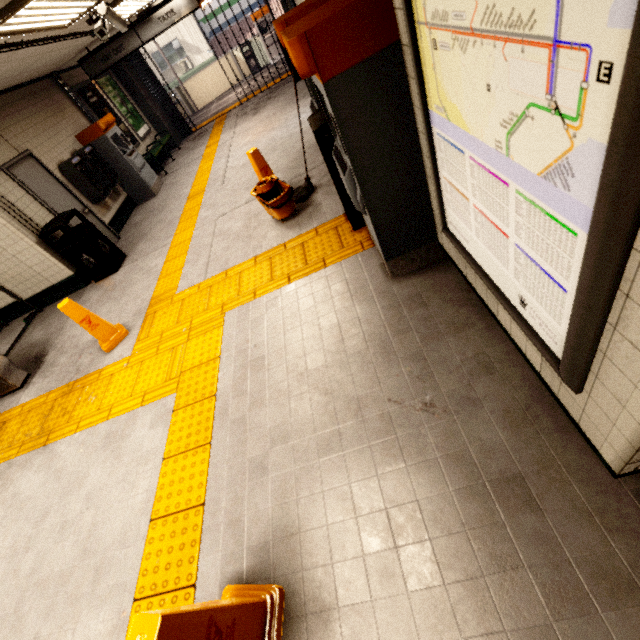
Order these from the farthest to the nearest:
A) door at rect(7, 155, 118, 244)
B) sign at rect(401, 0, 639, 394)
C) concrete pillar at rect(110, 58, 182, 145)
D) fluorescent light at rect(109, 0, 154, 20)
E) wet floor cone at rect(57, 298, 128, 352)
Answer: concrete pillar at rect(110, 58, 182, 145), door at rect(7, 155, 118, 244), fluorescent light at rect(109, 0, 154, 20), wet floor cone at rect(57, 298, 128, 352), sign at rect(401, 0, 639, 394)

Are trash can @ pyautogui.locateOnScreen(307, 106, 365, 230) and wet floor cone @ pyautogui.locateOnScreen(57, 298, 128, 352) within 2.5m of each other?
no

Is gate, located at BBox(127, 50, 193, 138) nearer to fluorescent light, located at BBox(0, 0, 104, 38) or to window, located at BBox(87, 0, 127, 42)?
window, located at BBox(87, 0, 127, 42)

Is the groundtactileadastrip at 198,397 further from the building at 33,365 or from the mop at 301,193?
the mop at 301,193

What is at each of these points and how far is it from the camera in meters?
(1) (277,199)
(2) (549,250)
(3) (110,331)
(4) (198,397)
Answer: (1) mop bucket, 4.2
(2) sign, 1.1
(3) wet floor cone, 4.3
(4) groundtactileadastrip, 3.0

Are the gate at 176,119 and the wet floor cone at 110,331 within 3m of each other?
no

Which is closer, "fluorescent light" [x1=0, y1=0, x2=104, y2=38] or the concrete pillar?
"fluorescent light" [x1=0, y1=0, x2=104, y2=38]

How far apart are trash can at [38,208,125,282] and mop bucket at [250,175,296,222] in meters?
3.4
